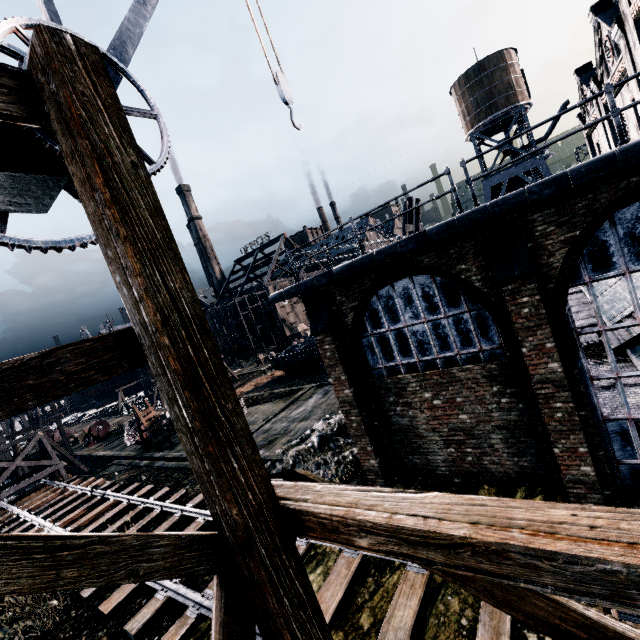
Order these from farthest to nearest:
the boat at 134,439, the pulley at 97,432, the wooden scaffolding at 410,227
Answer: the pulley at 97,432 < the boat at 134,439 < the wooden scaffolding at 410,227

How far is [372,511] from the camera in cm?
217

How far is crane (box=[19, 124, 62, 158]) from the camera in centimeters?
230cm

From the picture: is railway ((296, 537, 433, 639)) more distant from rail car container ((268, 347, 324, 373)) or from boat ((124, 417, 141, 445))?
rail car container ((268, 347, 324, 373))

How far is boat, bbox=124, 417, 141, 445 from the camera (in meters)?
29.06

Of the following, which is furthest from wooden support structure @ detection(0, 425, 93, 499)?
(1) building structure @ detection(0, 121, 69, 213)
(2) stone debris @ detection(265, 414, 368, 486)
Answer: (1) building structure @ detection(0, 121, 69, 213)

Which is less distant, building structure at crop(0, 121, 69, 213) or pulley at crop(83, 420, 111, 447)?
building structure at crop(0, 121, 69, 213)

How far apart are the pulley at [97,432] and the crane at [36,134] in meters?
45.3
